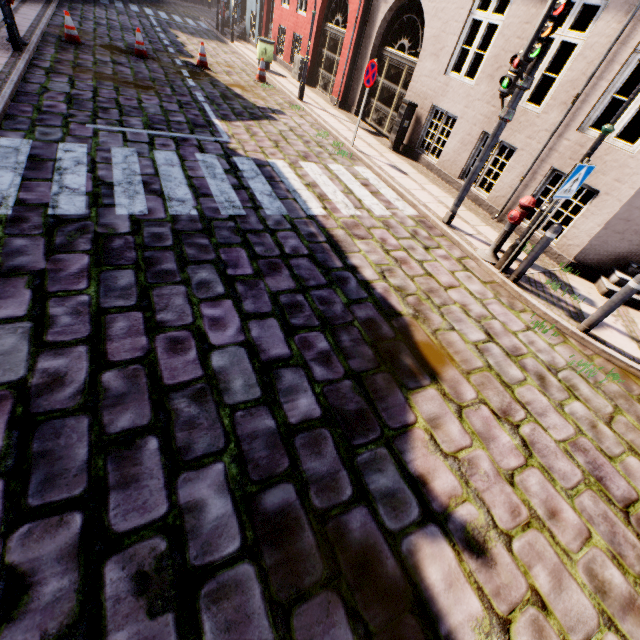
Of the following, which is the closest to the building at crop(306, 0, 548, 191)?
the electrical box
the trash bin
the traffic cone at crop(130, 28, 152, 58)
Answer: the electrical box

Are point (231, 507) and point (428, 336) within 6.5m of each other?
yes

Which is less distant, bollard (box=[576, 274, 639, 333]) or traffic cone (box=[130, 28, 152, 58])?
bollard (box=[576, 274, 639, 333])

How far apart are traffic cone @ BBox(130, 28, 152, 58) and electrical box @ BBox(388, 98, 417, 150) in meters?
8.8

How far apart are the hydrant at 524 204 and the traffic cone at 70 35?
13.6m

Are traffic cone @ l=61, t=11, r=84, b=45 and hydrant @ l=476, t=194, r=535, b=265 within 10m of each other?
no

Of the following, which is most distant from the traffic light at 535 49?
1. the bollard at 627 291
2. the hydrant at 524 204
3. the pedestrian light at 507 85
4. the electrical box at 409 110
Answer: the electrical box at 409 110

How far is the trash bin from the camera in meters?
13.5 m
